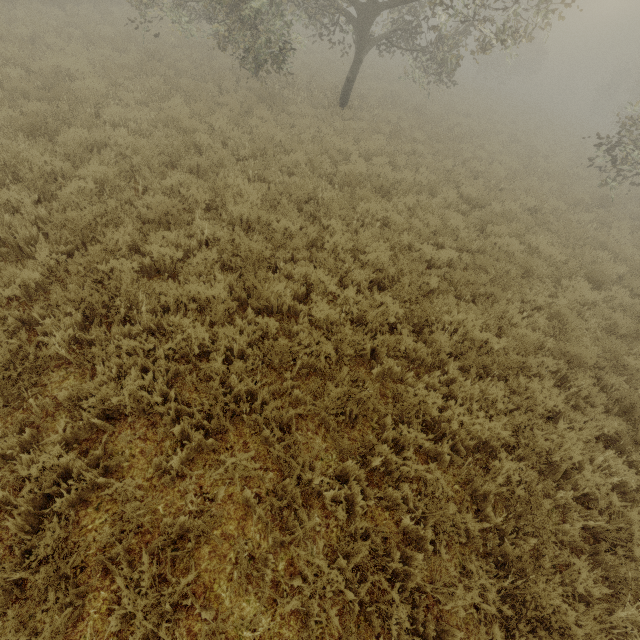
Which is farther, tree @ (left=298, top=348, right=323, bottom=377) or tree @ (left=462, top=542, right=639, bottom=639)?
tree @ (left=298, top=348, right=323, bottom=377)

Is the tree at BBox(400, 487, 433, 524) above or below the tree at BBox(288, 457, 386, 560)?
below

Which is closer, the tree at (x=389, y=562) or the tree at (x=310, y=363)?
the tree at (x=389, y=562)

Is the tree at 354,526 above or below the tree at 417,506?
above

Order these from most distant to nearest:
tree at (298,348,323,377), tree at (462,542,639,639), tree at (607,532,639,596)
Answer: tree at (298,348,323,377), tree at (607,532,639,596), tree at (462,542,639,639)

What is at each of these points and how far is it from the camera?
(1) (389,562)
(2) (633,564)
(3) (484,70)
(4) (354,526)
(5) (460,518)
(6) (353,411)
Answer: (1) tree, 3.2 meters
(2) tree, 3.5 meters
(3) tree, 33.8 meters
(4) tree, 3.2 meters
(5) tree, 3.6 meters
(6) tree, 4.2 meters
